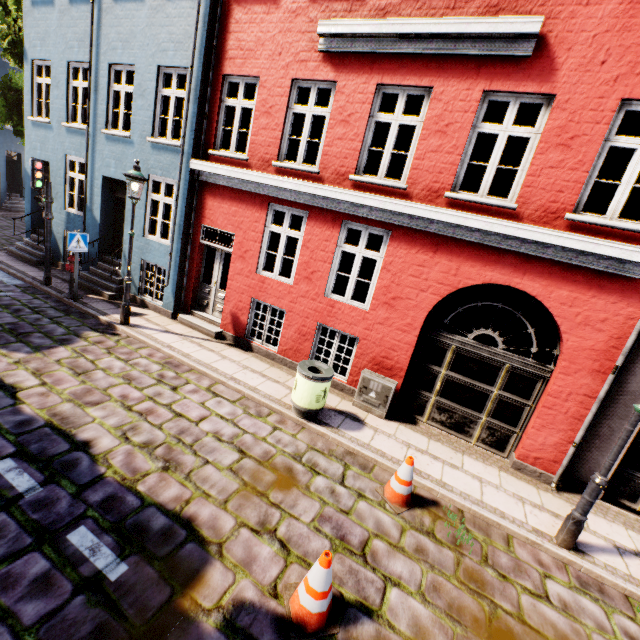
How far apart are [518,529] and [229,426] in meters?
4.8

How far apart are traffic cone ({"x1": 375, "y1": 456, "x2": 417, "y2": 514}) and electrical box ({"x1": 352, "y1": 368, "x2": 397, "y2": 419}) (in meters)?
1.69

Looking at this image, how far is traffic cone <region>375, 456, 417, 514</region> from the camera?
4.79m

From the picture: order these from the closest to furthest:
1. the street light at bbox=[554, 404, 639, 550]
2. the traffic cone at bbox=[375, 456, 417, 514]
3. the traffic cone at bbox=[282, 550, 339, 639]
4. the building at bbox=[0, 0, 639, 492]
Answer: the traffic cone at bbox=[282, 550, 339, 639], the street light at bbox=[554, 404, 639, 550], the traffic cone at bbox=[375, 456, 417, 514], the building at bbox=[0, 0, 639, 492]

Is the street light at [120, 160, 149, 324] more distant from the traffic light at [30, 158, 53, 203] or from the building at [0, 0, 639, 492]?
the traffic light at [30, 158, 53, 203]

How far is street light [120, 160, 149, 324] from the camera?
7.3 meters

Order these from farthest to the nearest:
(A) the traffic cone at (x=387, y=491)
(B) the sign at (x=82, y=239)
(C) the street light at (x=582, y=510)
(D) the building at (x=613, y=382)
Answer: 1. (B) the sign at (x=82, y=239)
2. (D) the building at (x=613, y=382)
3. (A) the traffic cone at (x=387, y=491)
4. (C) the street light at (x=582, y=510)

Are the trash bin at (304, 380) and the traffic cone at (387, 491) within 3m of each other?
yes
